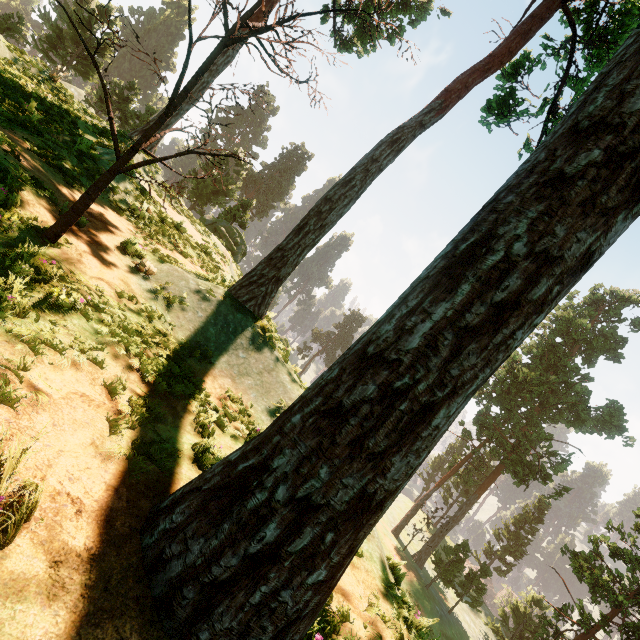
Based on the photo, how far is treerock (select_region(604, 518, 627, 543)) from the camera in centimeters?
2059cm

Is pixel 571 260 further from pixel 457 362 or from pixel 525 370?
pixel 525 370

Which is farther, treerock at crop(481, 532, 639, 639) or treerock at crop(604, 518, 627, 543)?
treerock at crop(604, 518, 627, 543)

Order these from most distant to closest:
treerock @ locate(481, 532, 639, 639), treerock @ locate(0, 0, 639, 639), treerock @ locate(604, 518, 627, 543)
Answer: treerock @ locate(604, 518, 627, 543), treerock @ locate(481, 532, 639, 639), treerock @ locate(0, 0, 639, 639)

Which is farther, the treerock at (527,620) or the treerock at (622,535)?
the treerock at (622,535)
